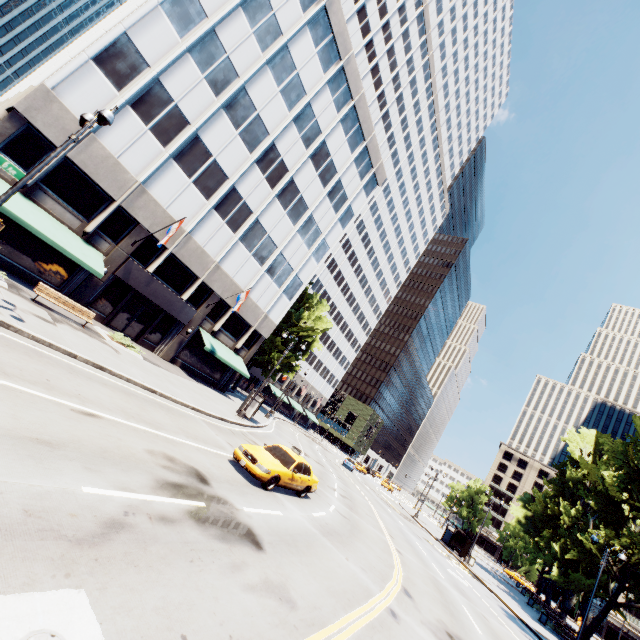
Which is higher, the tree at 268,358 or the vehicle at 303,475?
the tree at 268,358

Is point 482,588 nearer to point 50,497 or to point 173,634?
point 173,634

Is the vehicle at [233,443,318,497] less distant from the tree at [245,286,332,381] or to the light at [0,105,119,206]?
the light at [0,105,119,206]

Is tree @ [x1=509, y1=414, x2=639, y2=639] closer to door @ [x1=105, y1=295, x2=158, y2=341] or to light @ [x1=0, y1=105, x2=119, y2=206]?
door @ [x1=105, y1=295, x2=158, y2=341]

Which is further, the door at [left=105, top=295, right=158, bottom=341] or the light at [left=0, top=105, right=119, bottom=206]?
the door at [left=105, top=295, right=158, bottom=341]

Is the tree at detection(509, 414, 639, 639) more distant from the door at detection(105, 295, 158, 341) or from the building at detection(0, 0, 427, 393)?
the door at detection(105, 295, 158, 341)

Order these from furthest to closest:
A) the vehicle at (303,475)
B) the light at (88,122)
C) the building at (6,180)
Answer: the building at (6,180), the vehicle at (303,475), the light at (88,122)

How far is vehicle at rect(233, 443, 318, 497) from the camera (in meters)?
11.95
